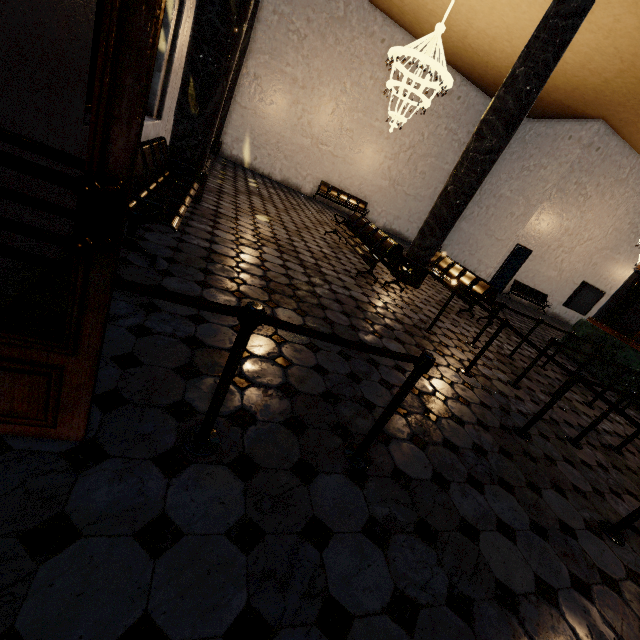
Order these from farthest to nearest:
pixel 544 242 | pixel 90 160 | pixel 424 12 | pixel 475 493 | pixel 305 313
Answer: pixel 544 242, pixel 424 12, pixel 305 313, pixel 475 493, pixel 90 160
